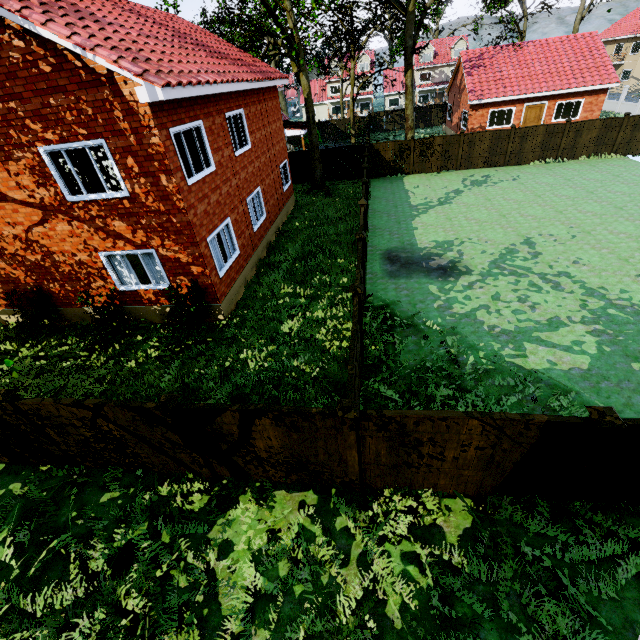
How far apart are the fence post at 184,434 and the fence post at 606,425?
6.07m

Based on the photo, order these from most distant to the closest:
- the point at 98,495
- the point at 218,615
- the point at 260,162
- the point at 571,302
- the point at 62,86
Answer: the point at 260,162
the point at 571,302
the point at 62,86
the point at 98,495
the point at 218,615

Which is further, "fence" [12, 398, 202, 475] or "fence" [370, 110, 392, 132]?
"fence" [370, 110, 392, 132]

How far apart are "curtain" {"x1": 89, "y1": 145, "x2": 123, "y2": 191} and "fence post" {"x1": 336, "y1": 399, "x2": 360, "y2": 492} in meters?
8.5 m

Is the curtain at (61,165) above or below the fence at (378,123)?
above

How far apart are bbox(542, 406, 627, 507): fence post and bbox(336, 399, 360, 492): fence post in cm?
312

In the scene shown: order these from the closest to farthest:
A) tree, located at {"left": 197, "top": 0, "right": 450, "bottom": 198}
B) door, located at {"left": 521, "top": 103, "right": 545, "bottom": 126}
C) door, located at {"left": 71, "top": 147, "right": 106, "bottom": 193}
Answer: door, located at {"left": 71, "top": 147, "right": 106, "bottom": 193}
tree, located at {"left": 197, "top": 0, "right": 450, "bottom": 198}
door, located at {"left": 521, "top": 103, "right": 545, "bottom": 126}
